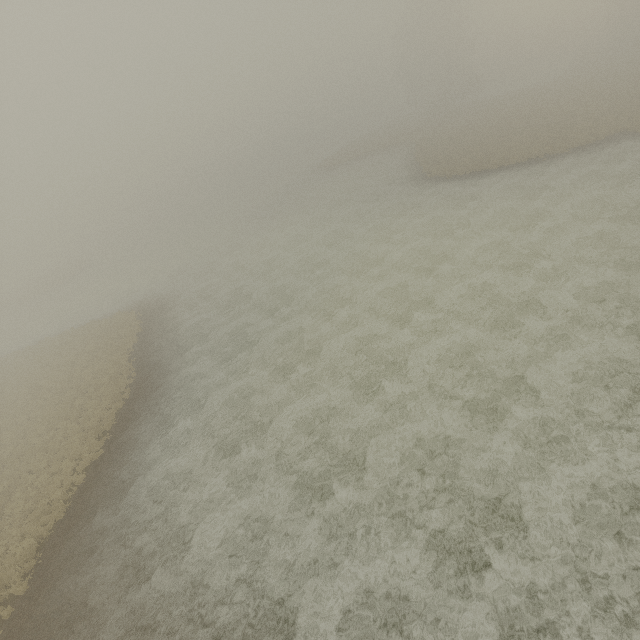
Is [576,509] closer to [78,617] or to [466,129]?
[78,617]
